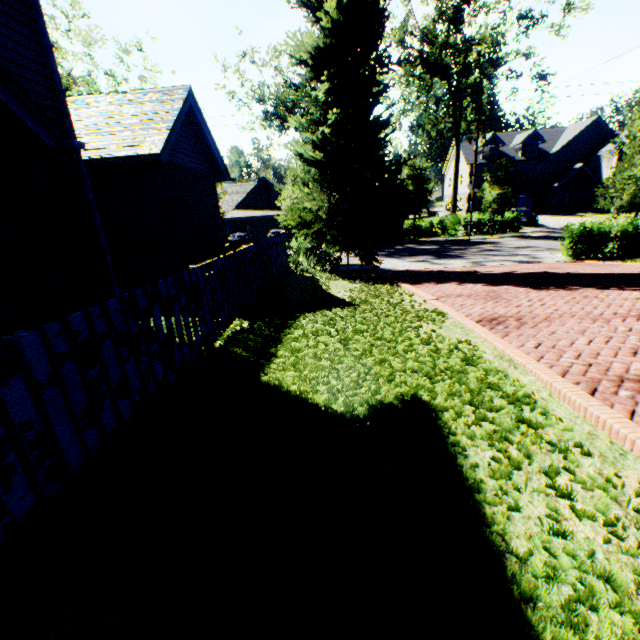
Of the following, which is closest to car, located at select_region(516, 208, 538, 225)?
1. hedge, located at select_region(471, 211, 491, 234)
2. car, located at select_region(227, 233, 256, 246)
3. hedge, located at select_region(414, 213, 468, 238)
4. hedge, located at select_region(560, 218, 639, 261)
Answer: hedge, located at select_region(471, 211, 491, 234)

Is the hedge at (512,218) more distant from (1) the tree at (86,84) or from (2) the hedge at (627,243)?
(2) the hedge at (627,243)

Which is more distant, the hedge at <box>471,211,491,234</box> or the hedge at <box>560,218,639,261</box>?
the hedge at <box>471,211,491,234</box>

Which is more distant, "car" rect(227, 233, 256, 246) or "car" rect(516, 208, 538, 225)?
"car" rect(516, 208, 538, 225)

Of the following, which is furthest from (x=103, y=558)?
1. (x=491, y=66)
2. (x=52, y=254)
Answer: (x=491, y=66)

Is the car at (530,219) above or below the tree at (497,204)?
below

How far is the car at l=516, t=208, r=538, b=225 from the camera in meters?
33.6

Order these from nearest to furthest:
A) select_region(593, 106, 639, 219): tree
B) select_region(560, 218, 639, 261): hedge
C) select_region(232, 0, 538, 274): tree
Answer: select_region(232, 0, 538, 274): tree < select_region(560, 218, 639, 261): hedge < select_region(593, 106, 639, 219): tree
